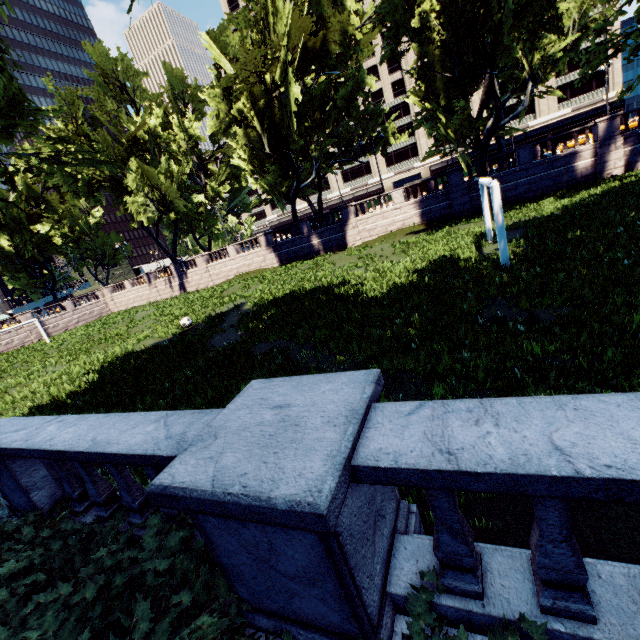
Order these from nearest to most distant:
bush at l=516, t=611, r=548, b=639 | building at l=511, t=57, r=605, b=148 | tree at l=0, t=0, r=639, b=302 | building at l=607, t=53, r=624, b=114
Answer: bush at l=516, t=611, r=548, b=639 < tree at l=0, t=0, r=639, b=302 < building at l=607, t=53, r=624, b=114 < building at l=511, t=57, r=605, b=148

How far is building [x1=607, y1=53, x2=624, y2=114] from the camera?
50.6 meters

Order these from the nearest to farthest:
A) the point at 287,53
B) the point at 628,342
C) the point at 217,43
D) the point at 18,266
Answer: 1. the point at 628,342
2. the point at 287,53
3. the point at 217,43
4. the point at 18,266

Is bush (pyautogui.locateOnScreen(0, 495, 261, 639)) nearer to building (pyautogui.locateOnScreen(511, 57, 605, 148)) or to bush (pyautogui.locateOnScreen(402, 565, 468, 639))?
bush (pyautogui.locateOnScreen(402, 565, 468, 639))

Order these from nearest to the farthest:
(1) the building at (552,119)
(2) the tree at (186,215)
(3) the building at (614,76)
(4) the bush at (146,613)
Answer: (4) the bush at (146,613) < (2) the tree at (186,215) < (3) the building at (614,76) < (1) the building at (552,119)

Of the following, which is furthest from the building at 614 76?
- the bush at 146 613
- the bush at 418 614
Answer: the bush at 418 614

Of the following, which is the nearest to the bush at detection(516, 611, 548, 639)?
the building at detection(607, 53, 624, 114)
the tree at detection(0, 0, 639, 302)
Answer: the tree at detection(0, 0, 639, 302)
